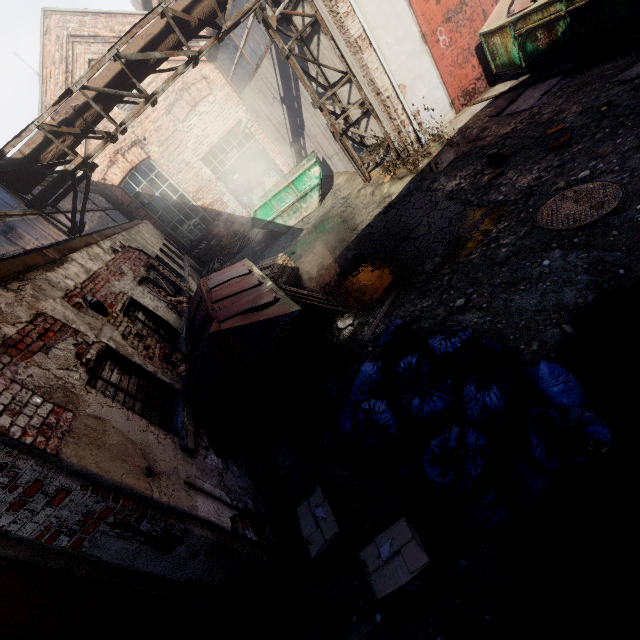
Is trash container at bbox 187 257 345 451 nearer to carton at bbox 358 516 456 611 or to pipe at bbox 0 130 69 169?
carton at bbox 358 516 456 611

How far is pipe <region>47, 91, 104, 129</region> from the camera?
6.79m

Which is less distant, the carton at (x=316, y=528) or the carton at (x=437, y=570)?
the carton at (x=437, y=570)

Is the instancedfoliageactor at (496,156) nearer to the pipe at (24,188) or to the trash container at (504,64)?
the trash container at (504,64)

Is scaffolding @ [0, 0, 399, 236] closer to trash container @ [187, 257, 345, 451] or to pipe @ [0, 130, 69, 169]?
pipe @ [0, 130, 69, 169]

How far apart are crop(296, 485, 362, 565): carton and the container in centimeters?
1049cm

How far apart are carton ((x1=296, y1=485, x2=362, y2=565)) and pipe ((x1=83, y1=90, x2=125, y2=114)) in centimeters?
865cm

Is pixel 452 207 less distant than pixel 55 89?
Yes
